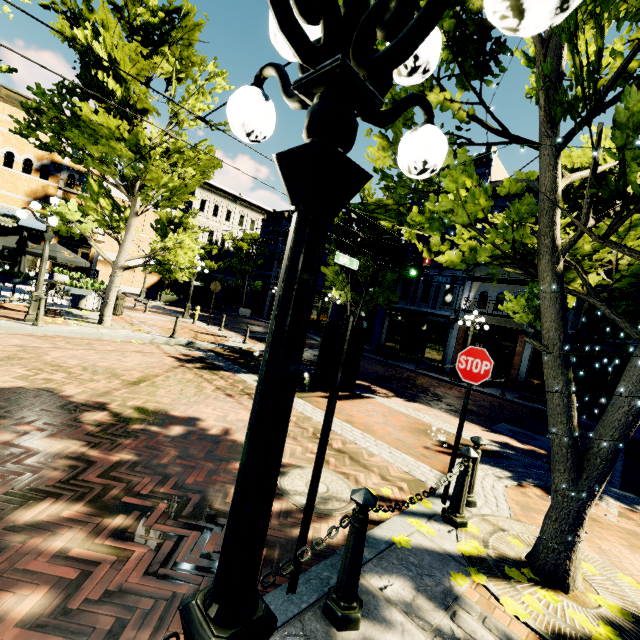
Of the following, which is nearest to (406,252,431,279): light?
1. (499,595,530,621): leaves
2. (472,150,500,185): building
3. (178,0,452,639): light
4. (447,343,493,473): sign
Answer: (472,150,500,185): building

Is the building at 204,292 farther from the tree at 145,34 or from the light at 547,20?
the light at 547,20

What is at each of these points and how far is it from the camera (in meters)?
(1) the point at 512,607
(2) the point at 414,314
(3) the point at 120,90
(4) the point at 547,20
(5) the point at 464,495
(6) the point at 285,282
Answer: (1) leaves, 2.62
(2) awning, 21.23
(3) tree, 8.38
(4) light, 0.76
(5) post, 3.63
(6) light, 1.16

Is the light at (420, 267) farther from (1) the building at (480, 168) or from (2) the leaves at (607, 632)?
(2) the leaves at (607, 632)

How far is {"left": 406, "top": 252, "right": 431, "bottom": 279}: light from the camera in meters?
12.5 m

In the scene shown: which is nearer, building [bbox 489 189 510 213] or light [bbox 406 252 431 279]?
light [bbox 406 252 431 279]

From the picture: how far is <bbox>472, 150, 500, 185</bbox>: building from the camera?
20.3 meters

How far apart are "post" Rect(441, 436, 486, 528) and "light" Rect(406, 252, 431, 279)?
9.51m
